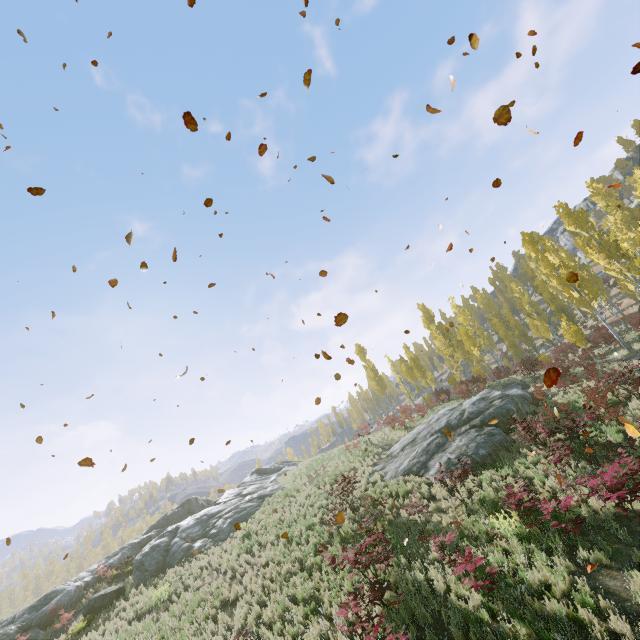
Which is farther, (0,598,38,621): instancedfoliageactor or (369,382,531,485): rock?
Result: (0,598,38,621): instancedfoliageactor

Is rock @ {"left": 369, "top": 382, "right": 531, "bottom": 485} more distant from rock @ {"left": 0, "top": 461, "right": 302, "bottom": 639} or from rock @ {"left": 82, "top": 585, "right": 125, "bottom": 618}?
rock @ {"left": 82, "top": 585, "right": 125, "bottom": 618}

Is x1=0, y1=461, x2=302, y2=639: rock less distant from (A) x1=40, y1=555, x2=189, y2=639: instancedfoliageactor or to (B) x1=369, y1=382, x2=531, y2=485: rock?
(B) x1=369, y1=382, x2=531, y2=485: rock

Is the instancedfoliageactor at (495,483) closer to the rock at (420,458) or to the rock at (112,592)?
the rock at (420,458)

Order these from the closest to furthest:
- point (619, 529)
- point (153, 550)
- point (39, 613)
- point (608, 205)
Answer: point (619, 529) < point (39, 613) < point (153, 550) < point (608, 205)

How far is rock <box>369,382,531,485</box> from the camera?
14.88m

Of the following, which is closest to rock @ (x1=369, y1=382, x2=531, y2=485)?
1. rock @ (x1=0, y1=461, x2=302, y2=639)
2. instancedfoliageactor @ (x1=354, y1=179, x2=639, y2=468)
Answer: instancedfoliageactor @ (x1=354, y1=179, x2=639, y2=468)

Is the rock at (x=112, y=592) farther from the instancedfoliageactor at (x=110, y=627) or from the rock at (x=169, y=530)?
the instancedfoliageactor at (x=110, y=627)
